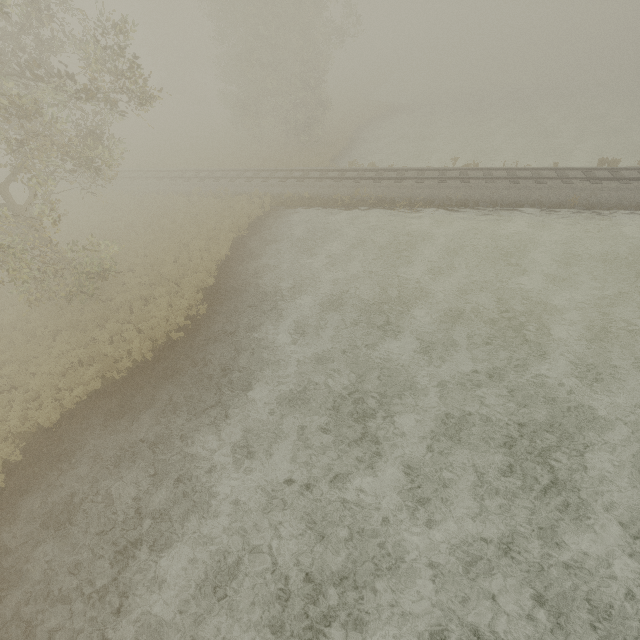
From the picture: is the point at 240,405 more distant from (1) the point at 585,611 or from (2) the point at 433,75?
(2) the point at 433,75
